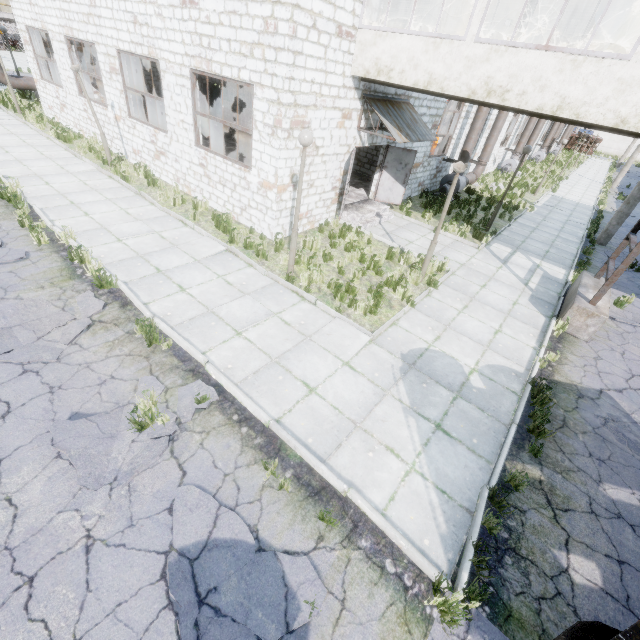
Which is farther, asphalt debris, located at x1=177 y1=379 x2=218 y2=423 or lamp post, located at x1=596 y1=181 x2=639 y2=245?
lamp post, located at x1=596 y1=181 x2=639 y2=245

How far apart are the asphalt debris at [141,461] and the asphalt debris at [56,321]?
1.5m

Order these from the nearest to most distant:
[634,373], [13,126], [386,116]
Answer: [634,373] → [386,116] → [13,126]

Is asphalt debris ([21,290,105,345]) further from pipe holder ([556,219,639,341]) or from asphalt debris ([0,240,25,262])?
pipe holder ([556,219,639,341])

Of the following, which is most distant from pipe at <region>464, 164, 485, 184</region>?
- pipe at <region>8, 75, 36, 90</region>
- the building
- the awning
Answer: pipe at <region>8, 75, 36, 90</region>

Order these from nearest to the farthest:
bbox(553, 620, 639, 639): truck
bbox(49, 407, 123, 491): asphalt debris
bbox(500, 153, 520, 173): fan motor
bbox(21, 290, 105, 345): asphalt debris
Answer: bbox(553, 620, 639, 639): truck → bbox(49, 407, 123, 491): asphalt debris → bbox(21, 290, 105, 345): asphalt debris → bbox(500, 153, 520, 173): fan motor

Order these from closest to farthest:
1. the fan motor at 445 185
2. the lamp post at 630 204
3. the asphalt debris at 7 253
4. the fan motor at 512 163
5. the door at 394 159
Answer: the asphalt debris at 7 253 < the door at 394 159 < the lamp post at 630 204 < the fan motor at 445 185 < the fan motor at 512 163

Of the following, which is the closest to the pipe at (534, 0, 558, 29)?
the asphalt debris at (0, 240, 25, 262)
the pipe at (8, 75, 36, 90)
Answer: the asphalt debris at (0, 240, 25, 262)
